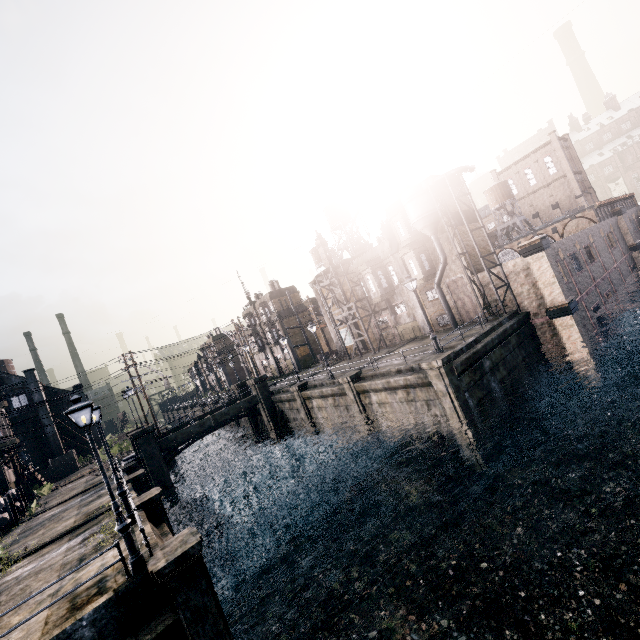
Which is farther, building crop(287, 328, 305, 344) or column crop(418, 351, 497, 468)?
building crop(287, 328, 305, 344)

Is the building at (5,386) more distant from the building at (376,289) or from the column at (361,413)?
the building at (376,289)

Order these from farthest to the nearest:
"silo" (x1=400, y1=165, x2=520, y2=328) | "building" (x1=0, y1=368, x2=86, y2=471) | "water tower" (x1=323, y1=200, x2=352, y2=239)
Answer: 1. "water tower" (x1=323, y1=200, x2=352, y2=239)
2. "building" (x1=0, y1=368, x2=86, y2=471)
3. "silo" (x1=400, y1=165, x2=520, y2=328)

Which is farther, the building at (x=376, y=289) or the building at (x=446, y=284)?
the building at (x=376, y=289)

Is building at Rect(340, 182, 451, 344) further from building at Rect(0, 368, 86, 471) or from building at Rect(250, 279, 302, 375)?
building at Rect(0, 368, 86, 471)

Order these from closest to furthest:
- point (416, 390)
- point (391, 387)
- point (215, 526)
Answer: point (416, 390) < point (215, 526) < point (391, 387)

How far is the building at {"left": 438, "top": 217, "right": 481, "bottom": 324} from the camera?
29.91m

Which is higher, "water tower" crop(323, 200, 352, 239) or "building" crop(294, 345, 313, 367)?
"water tower" crop(323, 200, 352, 239)
